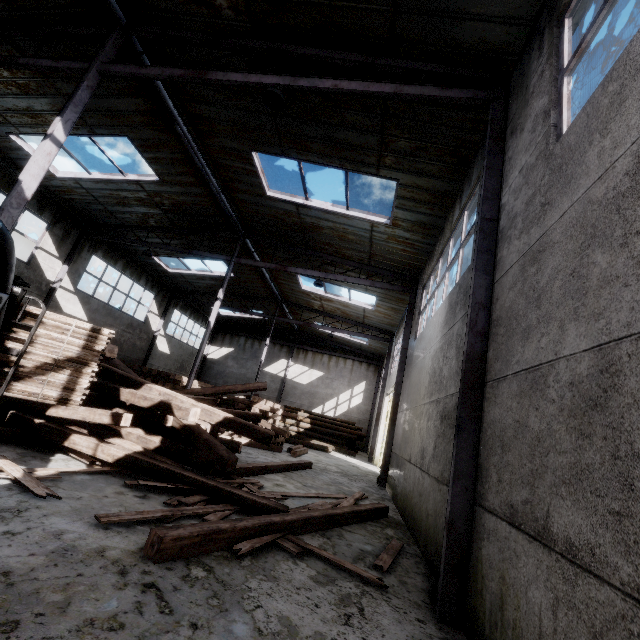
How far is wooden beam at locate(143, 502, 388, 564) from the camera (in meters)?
3.14

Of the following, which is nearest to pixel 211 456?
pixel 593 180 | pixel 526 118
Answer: pixel 593 180

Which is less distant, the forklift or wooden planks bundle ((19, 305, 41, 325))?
the forklift

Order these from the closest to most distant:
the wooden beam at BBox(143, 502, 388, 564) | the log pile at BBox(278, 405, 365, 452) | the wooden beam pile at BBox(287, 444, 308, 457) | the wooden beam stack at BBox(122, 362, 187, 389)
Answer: the wooden beam at BBox(143, 502, 388, 564), the wooden beam pile at BBox(287, 444, 308, 457), the wooden beam stack at BBox(122, 362, 187, 389), the log pile at BBox(278, 405, 365, 452)

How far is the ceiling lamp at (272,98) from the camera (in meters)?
5.73

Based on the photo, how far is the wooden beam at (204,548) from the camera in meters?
3.1 m

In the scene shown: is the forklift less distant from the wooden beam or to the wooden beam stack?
the wooden beam

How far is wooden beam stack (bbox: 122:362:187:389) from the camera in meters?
14.8 m
